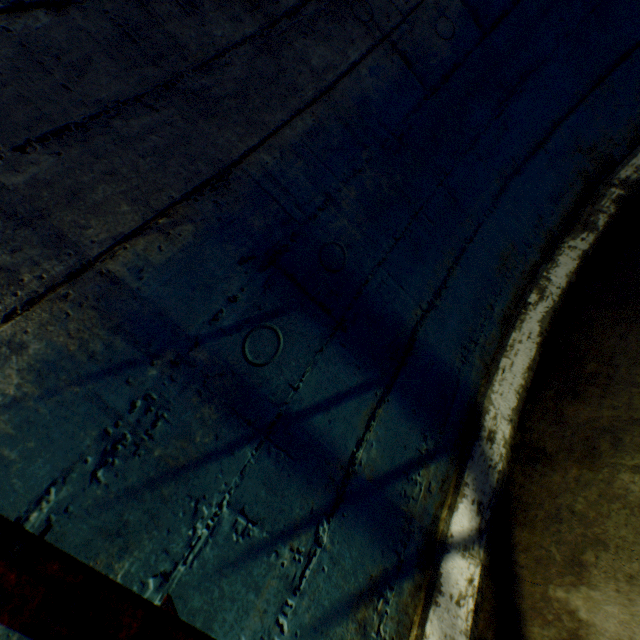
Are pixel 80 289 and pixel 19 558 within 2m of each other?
yes
